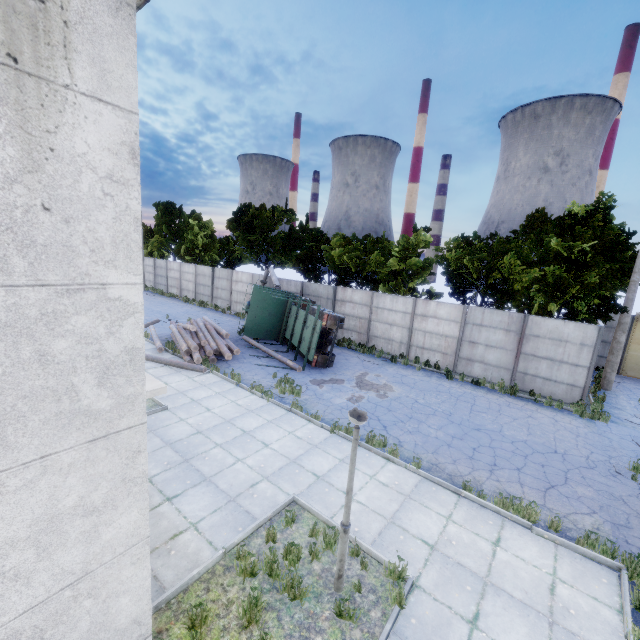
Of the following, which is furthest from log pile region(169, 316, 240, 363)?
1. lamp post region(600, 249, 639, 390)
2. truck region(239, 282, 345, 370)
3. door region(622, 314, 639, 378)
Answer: door region(622, 314, 639, 378)

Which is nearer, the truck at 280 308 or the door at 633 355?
the truck at 280 308

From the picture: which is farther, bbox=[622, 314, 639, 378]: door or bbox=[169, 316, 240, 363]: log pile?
bbox=[622, 314, 639, 378]: door

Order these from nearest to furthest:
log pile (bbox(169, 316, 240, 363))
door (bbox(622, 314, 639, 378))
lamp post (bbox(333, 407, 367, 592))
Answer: lamp post (bbox(333, 407, 367, 592)) → log pile (bbox(169, 316, 240, 363)) → door (bbox(622, 314, 639, 378))

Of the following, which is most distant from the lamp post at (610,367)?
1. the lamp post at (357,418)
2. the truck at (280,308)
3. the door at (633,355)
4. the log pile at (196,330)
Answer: the log pile at (196,330)

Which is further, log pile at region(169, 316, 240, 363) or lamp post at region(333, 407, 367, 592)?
log pile at region(169, 316, 240, 363)

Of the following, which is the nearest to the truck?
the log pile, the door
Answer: the log pile

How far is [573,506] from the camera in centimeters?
812cm
